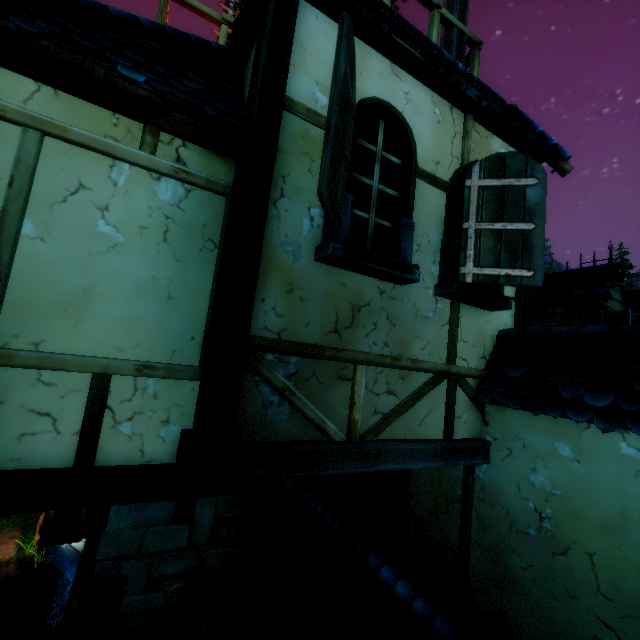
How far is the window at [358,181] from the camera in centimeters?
258cm

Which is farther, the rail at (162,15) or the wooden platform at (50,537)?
the rail at (162,15)

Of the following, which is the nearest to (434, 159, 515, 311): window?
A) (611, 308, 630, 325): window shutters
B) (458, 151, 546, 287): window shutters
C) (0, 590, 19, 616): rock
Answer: (458, 151, 546, 287): window shutters

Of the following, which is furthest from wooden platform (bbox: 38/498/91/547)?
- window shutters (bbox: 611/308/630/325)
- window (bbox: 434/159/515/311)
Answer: window shutters (bbox: 611/308/630/325)

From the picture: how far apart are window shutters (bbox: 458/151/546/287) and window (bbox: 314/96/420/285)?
0.6m

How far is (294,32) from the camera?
2.6m

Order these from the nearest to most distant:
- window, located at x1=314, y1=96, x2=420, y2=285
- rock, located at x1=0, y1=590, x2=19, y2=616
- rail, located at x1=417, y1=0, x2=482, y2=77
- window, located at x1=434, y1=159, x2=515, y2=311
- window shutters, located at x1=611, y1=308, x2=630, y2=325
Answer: window, located at x1=314, y1=96, x2=420, y2=285 < window, located at x1=434, y1=159, x2=515, y2=311 < rail, located at x1=417, y1=0, x2=482, y2=77 < window shutters, located at x1=611, y1=308, x2=630, y2=325 < rock, located at x1=0, y1=590, x2=19, y2=616

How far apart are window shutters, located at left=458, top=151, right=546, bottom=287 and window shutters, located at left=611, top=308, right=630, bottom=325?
4.6m
